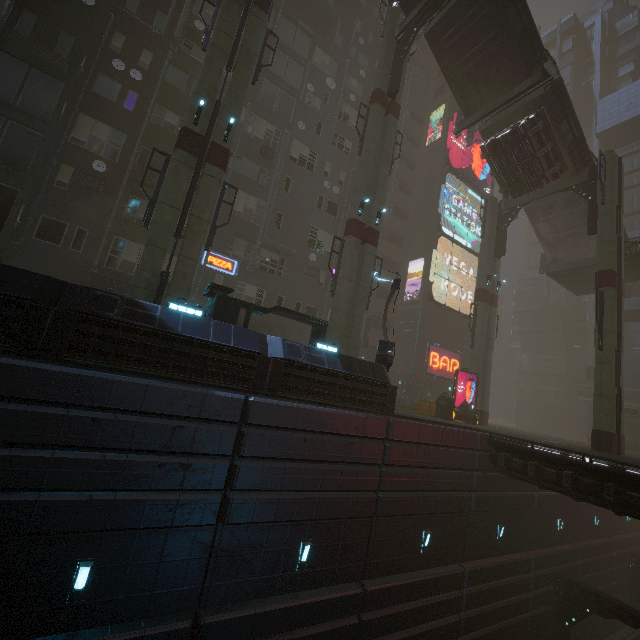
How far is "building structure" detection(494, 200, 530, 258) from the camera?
25.1m

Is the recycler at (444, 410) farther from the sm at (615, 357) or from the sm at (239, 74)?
the sm at (239, 74)

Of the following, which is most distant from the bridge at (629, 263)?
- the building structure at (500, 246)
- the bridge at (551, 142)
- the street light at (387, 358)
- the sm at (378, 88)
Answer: the street light at (387, 358)

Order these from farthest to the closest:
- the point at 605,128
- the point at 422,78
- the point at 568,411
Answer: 1. the point at 568,411
2. the point at 605,128
3. the point at 422,78

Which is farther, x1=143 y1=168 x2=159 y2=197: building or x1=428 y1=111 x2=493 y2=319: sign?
x1=428 y1=111 x2=493 y2=319: sign

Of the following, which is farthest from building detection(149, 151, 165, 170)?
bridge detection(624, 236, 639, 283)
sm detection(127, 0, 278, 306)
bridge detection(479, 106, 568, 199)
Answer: bridge detection(479, 106, 568, 199)

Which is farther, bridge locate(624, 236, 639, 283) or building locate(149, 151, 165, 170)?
bridge locate(624, 236, 639, 283)

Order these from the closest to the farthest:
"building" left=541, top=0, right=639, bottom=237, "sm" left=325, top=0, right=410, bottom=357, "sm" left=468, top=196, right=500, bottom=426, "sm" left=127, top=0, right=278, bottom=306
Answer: "sm" left=127, top=0, right=278, bottom=306
"sm" left=325, top=0, right=410, bottom=357
"sm" left=468, top=196, right=500, bottom=426
"building" left=541, top=0, right=639, bottom=237
